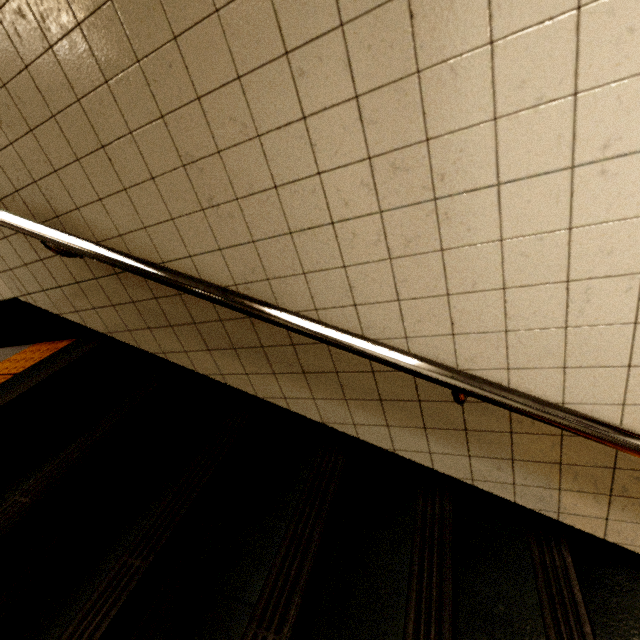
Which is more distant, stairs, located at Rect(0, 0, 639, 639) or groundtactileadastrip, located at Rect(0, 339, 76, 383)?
groundtactileadastrip, located at Rect(0, 339, 76, 383)

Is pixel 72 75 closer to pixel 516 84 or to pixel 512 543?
pixel 516 84

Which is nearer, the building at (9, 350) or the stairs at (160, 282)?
the stairs at (160, 282)

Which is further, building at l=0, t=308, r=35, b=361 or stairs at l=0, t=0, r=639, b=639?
building at l=0, t=308, r=35, b=361

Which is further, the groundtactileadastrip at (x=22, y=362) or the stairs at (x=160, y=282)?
the groundtactileadastrip at (x=22, y=362)
